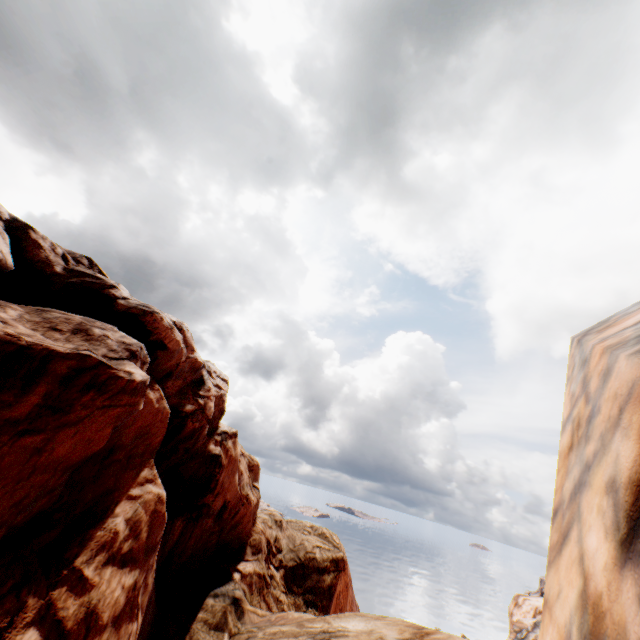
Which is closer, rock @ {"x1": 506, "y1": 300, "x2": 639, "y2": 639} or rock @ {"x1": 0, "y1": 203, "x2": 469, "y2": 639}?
rock @ {"x1": 506, "y1": 300, "x2": 639, "y2": 639}

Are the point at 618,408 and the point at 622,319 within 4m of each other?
yes

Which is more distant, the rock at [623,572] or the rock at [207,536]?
the rock at [207,536]
